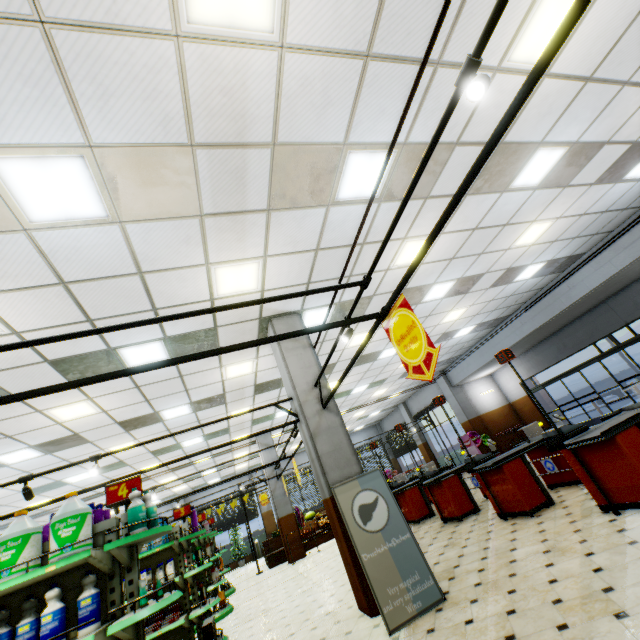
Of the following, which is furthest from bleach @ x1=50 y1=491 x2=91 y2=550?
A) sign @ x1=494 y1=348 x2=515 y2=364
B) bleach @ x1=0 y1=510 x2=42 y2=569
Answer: sign @ x1=494 y1=348 x2=515 y2=364

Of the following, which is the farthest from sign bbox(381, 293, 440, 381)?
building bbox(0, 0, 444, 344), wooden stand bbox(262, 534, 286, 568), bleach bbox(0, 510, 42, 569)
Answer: wooden stand bbox(262, 534, 286, 568)

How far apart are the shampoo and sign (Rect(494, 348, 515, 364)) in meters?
6.0 m

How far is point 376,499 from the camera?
Result: 4.67m

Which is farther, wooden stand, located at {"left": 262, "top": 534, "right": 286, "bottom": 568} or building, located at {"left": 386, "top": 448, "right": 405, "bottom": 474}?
building, located at {"left": 386, "top": 448, "right": 405, "bottom": 474}

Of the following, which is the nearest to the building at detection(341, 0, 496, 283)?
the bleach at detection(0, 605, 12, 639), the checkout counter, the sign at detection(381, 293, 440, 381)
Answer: the checkout counter

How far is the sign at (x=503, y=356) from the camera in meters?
5.3 m

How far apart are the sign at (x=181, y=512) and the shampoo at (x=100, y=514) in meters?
3.6
